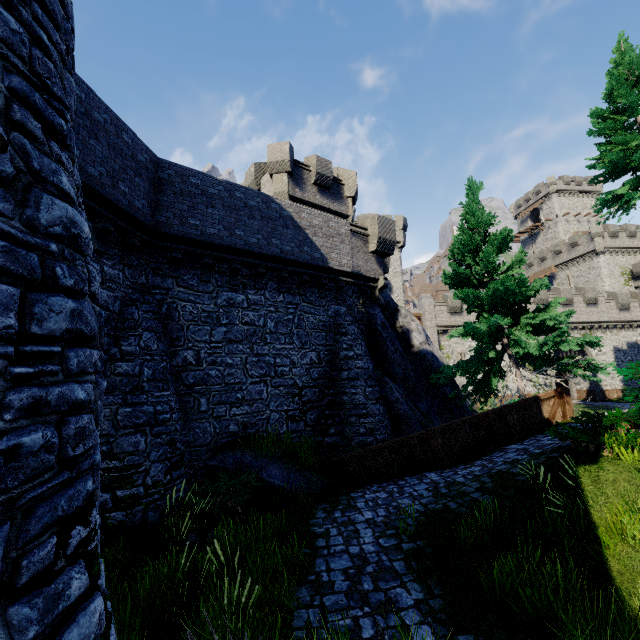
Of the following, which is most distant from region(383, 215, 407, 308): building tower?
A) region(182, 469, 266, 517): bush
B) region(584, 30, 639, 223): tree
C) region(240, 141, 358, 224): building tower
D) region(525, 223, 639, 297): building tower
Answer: region(525, 223, 639, 297): building tower

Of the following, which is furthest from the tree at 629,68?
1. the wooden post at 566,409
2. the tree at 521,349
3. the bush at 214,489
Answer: the bush at 214,489

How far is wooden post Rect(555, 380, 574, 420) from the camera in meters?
11.4

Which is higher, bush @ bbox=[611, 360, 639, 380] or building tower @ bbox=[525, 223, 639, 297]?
building tower @ bbox=[525, 223, 639, 297]

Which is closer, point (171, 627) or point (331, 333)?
point (171, 627)

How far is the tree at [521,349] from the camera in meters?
11.3

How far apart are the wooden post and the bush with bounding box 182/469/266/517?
10.6m

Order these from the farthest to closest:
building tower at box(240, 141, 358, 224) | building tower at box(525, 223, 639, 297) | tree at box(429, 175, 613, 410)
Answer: building tower at box(525, 223, 639, 297)
building tower at box(240, 141, 358, 224)
tree at box(429, 175, 613, 410)
